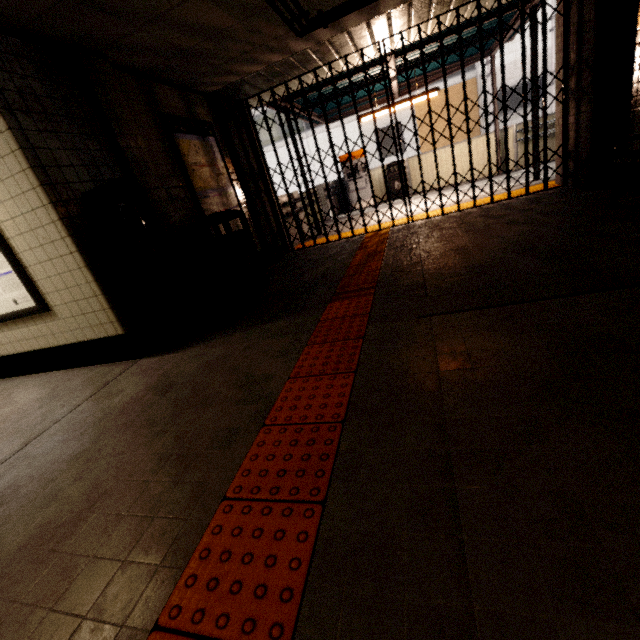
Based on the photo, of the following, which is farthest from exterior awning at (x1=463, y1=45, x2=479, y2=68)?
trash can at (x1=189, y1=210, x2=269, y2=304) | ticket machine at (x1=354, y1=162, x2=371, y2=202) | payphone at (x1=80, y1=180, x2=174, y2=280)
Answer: payphone at (x1=80, y1=180, x2=174, y2=280)

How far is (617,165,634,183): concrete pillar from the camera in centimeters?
453cm

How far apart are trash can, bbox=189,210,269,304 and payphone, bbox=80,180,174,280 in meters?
0.7 m

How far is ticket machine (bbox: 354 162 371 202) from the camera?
11.23m

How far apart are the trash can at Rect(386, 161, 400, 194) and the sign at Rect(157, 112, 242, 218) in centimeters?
716cm

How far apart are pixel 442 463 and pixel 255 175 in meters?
6.3 m

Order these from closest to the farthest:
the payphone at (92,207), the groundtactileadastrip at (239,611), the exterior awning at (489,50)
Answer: the groundtactileadastrip at (239,611) → the payphone at (92,207) → the exterior awning at (489,50)

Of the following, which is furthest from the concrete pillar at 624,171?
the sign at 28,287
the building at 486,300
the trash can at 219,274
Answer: the sign at 28,287
